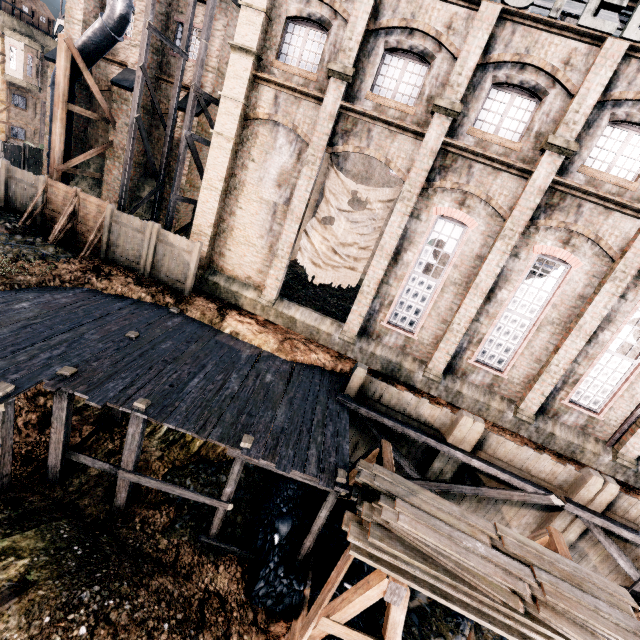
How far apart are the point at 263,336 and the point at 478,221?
10.88m

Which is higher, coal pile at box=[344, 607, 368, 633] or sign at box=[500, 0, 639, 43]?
sign at box=[500, 0, 639, 43]

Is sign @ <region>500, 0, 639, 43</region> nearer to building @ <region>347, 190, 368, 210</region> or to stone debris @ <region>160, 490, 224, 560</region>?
building @ <region>347, 190, 368, 210</region>

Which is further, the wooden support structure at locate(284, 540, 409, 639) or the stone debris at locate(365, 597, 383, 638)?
the stone debris at locate(365, 597, 383, 638)

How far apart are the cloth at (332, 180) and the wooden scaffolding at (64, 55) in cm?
1388

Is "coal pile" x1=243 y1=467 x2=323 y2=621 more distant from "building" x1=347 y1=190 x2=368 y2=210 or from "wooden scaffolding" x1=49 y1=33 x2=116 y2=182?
"wooden scaffolding" x1=49 y1=33 x2=116 y2=182

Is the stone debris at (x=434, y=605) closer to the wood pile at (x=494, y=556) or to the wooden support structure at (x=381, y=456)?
the wooden support structure at (x=381, y=456)

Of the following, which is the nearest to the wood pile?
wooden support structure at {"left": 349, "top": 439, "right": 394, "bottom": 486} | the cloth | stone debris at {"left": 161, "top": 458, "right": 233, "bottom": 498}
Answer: wooden support structure at {"left": 349, "top": 439, "right": 394, "bottom": 486}
